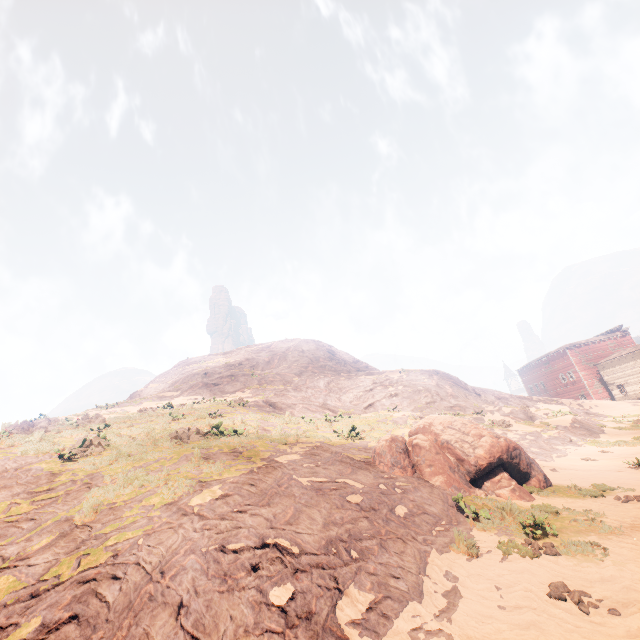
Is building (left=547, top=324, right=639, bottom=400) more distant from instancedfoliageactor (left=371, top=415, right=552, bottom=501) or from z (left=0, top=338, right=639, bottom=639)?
instancedfoliageactor (left=371, top=415, right=552, bottom=501)

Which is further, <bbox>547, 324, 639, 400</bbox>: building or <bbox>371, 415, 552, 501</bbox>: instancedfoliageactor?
<bbox>547, 324, 639, 400</bbox>: building

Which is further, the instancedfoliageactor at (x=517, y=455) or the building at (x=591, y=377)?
the building at (x=591, y=377)

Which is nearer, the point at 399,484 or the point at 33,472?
the point at 33,472

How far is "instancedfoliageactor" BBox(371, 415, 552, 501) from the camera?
9.4m

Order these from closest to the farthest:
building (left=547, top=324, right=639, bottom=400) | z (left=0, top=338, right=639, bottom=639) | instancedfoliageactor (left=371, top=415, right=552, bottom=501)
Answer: z (left=0, top=338, right=639, bottom=639) → instancedfoliageactor (left=371, top=415, right=552, bottom=501) → building (left=547, top=324, right=639, bottom=400)

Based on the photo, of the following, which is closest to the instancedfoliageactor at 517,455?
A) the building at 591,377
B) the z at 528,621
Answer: the z at 528,621
